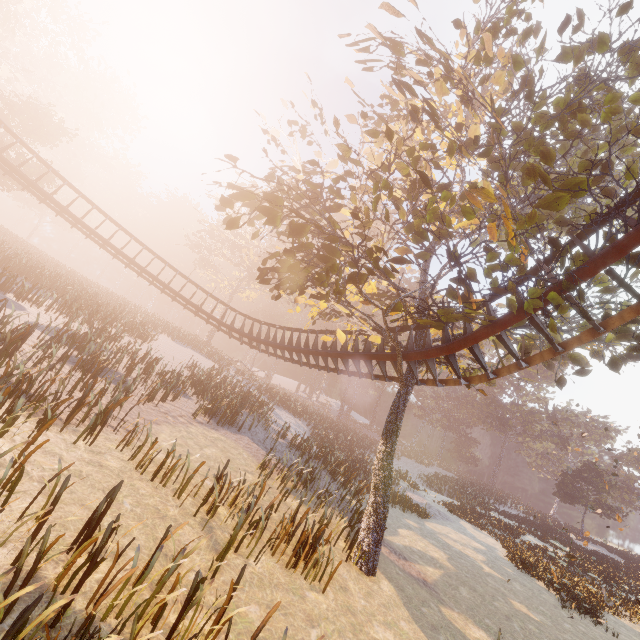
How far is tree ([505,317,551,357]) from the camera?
9.8m

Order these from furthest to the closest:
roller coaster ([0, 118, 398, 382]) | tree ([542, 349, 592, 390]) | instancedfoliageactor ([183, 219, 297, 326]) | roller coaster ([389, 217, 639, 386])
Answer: instancedfoliageactor ([183, 219, 297, 326])
roller coaster ([0, 118, 398, 382])
tree ([542, 349, 592, 390])
roller coaster ([389, 217, 639, 386])

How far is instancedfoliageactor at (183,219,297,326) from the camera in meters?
38.6

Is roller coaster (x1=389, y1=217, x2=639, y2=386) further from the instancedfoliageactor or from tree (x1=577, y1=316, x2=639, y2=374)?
the instancedfoliageactor

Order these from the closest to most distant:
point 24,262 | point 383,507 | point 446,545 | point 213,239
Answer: point 383,507
point 446,545
point 24,262
point 213,239

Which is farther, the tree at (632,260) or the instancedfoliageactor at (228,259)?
the instancedfoliageactor at (228,259)

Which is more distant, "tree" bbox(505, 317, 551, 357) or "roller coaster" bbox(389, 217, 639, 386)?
"tree" bbox(505, 317, 551, 357)

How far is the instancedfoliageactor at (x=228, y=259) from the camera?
38.6 meters
